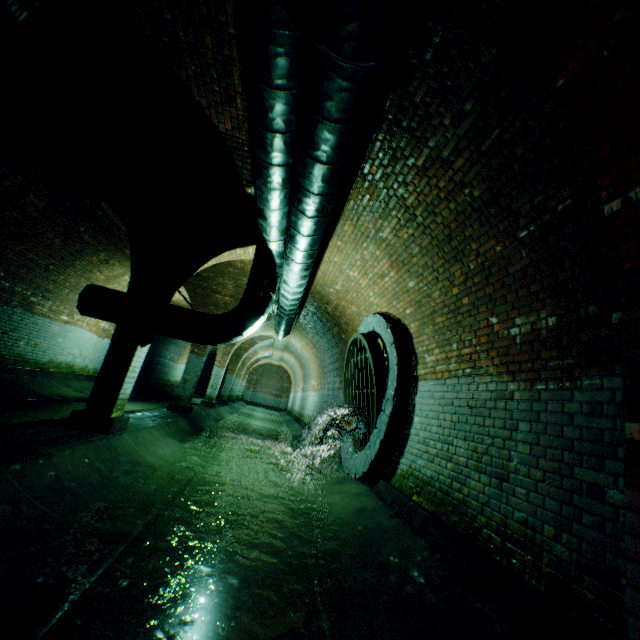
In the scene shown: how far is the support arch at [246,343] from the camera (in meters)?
14.87

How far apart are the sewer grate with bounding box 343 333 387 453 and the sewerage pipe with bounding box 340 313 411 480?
0.01m

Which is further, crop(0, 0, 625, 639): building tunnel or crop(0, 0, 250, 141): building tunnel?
crop(0, 0, 250, 141): building tunnel

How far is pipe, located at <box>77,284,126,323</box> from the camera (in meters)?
5.75

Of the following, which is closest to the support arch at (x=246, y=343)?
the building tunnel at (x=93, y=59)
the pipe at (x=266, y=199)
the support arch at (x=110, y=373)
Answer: the building tunnel at (x=93, y=59)

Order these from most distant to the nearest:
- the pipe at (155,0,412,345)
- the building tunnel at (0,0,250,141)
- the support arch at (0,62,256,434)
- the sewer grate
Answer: the sewer grate, the support arch at (0,62,256,434), the building tunnel at (0,0,250,141), the pipe at (155,0,412,345)

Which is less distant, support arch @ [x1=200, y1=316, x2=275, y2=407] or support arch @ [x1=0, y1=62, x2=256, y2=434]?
support arch @ [x1=0, y1=62, x2=256, y2=434]

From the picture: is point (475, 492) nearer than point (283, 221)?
Yes
